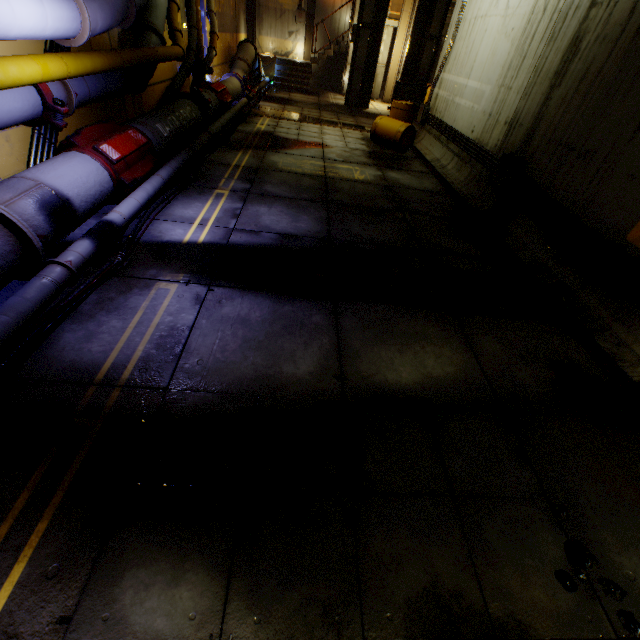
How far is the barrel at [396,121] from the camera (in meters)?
9.60

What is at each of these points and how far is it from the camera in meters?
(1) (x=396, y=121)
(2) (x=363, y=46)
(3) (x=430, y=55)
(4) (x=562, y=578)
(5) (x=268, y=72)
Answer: (1) barrel, 9.7 m
(2) beam, 14.5 m
(3) beam, 14.7 m
(4) rock, 2.0 m
(5) cloth, 18.5 m

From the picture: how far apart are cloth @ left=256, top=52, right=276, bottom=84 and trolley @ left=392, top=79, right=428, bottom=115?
7.0 meters

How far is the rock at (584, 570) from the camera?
2.05m

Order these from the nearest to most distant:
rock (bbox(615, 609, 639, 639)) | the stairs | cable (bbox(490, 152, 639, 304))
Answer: rock (bbox(615, 609, 639, 639)), cable (bbox(490, 152, 639, 304)), the stairs

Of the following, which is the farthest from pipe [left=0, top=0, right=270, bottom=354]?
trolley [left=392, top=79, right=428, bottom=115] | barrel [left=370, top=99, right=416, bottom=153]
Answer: trolley [left=392, top=79, right=428, bottom=115]

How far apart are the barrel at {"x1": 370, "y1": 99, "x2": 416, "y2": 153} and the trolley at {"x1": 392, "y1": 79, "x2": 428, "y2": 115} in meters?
5.1

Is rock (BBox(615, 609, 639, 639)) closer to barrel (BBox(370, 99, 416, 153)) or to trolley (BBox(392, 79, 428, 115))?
barrel (BBox(370, 99, 416, 153))
